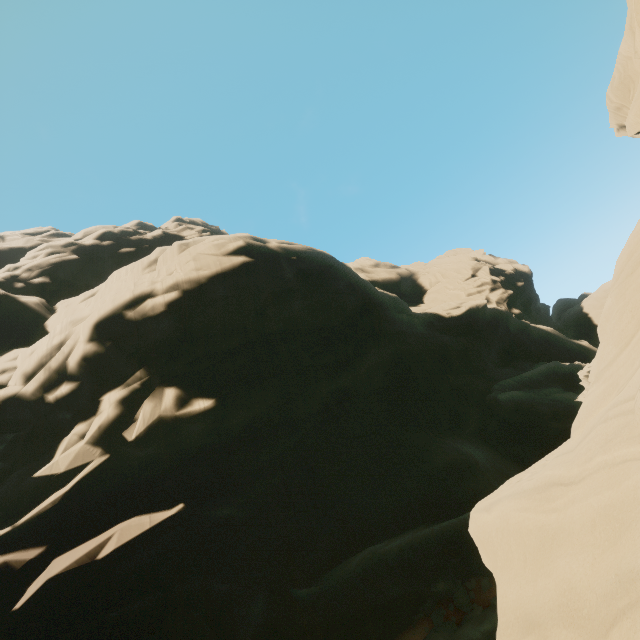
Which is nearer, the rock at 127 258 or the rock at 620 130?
the rock at 127 258

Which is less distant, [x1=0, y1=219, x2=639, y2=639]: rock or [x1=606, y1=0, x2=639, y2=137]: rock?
[x1=0, y1=219, x2=639, y2=639]: rock

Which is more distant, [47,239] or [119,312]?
[47,239]
